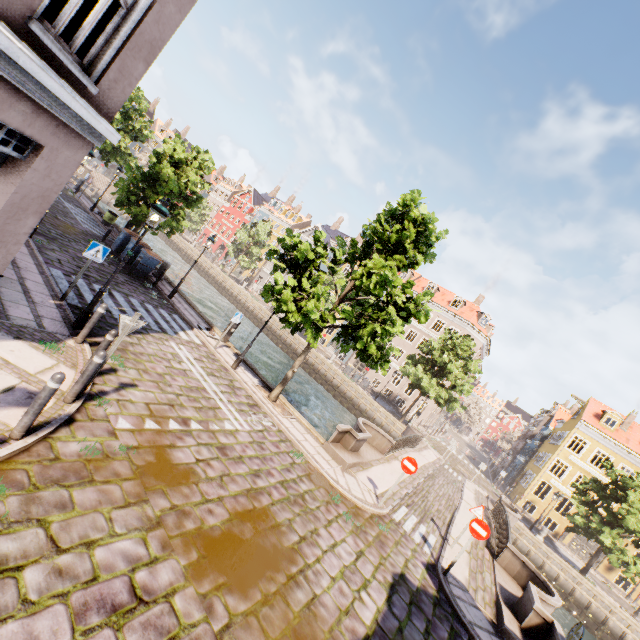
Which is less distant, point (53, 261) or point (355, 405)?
point (53, 261)

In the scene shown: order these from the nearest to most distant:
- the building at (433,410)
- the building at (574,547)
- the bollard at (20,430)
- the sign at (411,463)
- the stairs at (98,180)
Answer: the bollard at (20,430), the sign at (411,463), the building at (574,547), the building at (433,410), the stairs at (98,180)

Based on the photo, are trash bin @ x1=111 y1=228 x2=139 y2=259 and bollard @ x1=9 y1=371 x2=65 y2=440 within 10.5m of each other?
no

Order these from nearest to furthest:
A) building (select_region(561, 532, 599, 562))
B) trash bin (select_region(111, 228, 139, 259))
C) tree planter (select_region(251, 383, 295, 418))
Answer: tree planter (select_region(251, 383, 295, 418)) < trash bin (select_region(111, 228, 139, 259)) < building (select_region(561, 532, 599, 562))

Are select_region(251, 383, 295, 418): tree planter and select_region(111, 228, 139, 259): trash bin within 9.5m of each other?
no

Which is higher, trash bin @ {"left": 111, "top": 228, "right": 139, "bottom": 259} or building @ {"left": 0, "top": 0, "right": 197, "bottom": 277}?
building @ {"left": 0, "top": 0, "right": 197, "bottom": 277}

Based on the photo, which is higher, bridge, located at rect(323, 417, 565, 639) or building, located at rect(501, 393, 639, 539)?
building, located at rect(501, 393, 639, 539)

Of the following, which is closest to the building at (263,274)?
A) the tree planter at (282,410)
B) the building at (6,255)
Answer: the tree planter at (282,410)
